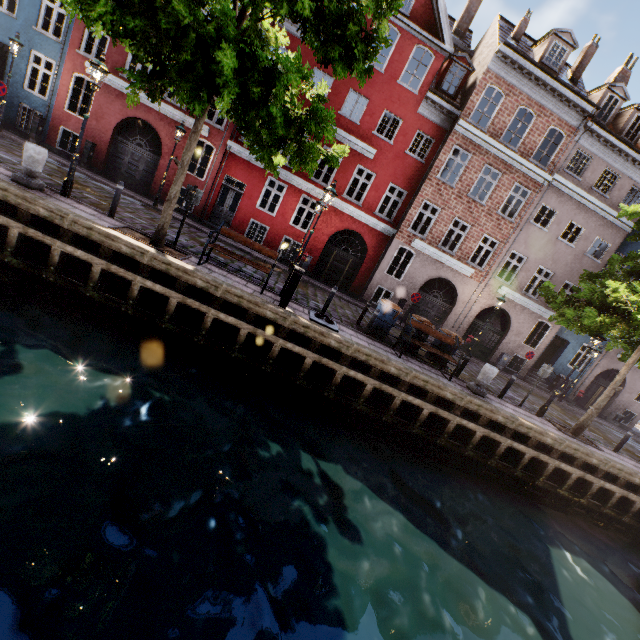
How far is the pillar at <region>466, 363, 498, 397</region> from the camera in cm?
1086

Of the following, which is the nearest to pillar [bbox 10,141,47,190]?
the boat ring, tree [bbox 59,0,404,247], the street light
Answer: the street light

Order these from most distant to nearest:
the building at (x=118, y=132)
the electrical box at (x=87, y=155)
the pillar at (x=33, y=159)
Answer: the electrical box at (x=87, y=155) < the building at (x=118, y=132) < the pillar at (x=33, y=159)

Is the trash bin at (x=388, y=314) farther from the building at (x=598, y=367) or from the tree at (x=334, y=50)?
the building at (x=598, y=367)

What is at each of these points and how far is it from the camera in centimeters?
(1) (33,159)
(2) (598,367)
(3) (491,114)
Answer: (1) pillar, 841cm
(2) building, 2117cm
(3) building, 2166cm

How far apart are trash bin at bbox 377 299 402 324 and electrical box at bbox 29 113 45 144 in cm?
1813

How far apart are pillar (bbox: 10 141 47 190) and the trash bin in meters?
10.8 m

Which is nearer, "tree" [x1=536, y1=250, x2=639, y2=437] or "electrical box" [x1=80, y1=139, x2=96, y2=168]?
"tree" [x1=536, y1=250, x2=639, y2=437]
